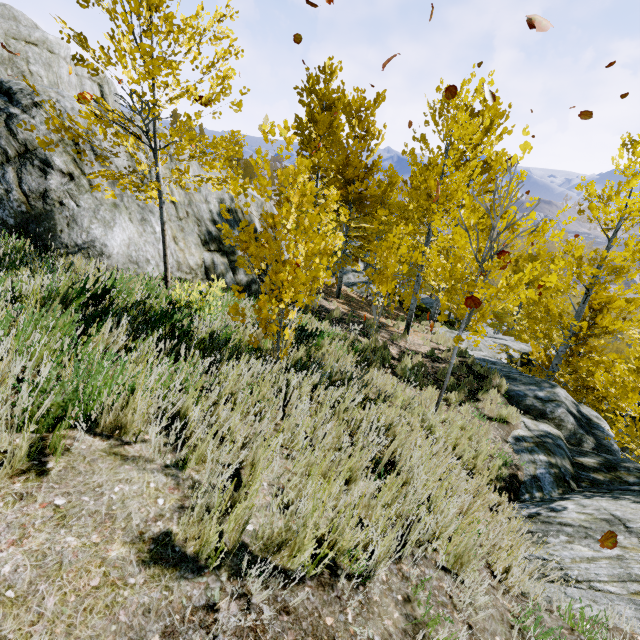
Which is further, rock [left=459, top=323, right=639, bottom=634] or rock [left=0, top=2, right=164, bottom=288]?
rock [left=0, top=2, right=164, bottom=288]

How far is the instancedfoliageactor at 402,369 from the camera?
7.7m

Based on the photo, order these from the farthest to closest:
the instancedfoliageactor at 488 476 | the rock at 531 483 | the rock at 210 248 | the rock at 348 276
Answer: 1. the rock at 348 276
2. the rock at 210 248
3. the instancedfoliageactor at 488 476
4. the rock at 531 483

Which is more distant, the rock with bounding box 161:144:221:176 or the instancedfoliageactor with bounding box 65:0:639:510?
the rock with bounding box 161:144:221:176

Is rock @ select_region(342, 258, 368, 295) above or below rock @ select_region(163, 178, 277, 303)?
below

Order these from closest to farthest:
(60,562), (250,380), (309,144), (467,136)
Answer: (60,562)
(250,380)
(467,136)
(309,144)

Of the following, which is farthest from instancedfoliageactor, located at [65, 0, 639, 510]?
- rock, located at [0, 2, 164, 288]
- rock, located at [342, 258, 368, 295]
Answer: rock, located at [0, 2, 164, 288]
